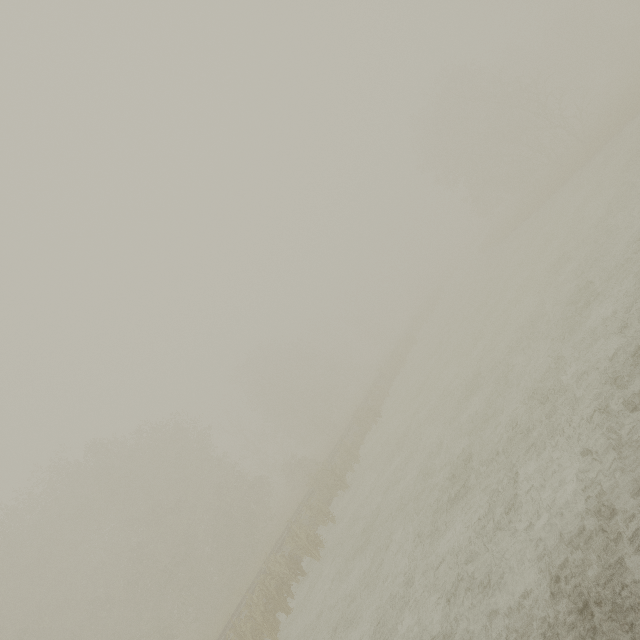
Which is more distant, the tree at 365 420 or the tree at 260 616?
the tree at 365 420

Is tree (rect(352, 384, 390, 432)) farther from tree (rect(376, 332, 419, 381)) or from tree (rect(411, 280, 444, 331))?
tree (rect(411, 280, 444, 331))

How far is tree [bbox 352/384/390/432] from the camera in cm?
2412

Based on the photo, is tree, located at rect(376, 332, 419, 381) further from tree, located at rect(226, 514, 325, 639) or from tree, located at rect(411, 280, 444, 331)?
tree, located at rect(226, 514, 325, 639)

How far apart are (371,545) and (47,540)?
26.7m

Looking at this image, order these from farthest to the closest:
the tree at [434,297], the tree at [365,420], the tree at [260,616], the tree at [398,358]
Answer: the tree at [434,297]
the tree at [398,358]
the tree at [365,420]
the tree at [260,616]

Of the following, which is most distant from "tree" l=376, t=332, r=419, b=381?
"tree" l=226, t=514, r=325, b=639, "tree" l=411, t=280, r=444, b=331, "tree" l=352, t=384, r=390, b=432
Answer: "tree" l=226, t=514, r=325, b=639

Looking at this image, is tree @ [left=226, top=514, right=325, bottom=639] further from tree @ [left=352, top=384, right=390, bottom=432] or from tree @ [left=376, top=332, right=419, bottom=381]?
tree @ [left=376, top=332, right=419, bottom=381]
